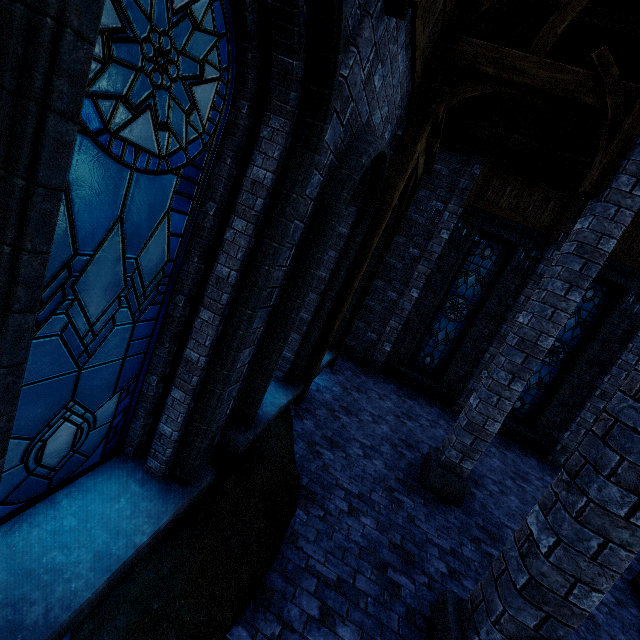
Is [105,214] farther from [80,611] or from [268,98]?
[80,611]

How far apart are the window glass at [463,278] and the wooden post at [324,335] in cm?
210

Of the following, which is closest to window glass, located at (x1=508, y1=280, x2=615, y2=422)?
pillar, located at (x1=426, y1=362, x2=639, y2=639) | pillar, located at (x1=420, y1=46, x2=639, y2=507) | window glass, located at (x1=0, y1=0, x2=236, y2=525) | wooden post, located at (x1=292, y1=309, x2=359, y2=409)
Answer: wooden post, located at (x1=292, y1=309, x2=359, y2=409)

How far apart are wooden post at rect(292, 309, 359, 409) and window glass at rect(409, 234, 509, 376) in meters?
2.1 m

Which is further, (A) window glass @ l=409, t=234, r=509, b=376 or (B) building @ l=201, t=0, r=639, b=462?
(A) window glass @ l=409, t=234, r=509, b=376

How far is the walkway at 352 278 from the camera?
5.4 meters

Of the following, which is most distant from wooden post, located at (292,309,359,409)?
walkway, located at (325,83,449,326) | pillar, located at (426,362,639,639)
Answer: pillar, located at (426,362,639,639)

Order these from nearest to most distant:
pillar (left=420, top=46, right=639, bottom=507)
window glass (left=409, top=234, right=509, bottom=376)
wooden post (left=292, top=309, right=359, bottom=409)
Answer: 1. pillar (left=420, top=46, right=639, bottom=507)
2. wooden post (left=292, top=309, right=359, bottom=409)
3. window glass (left=409, top=234, right=509, bottom=376)
